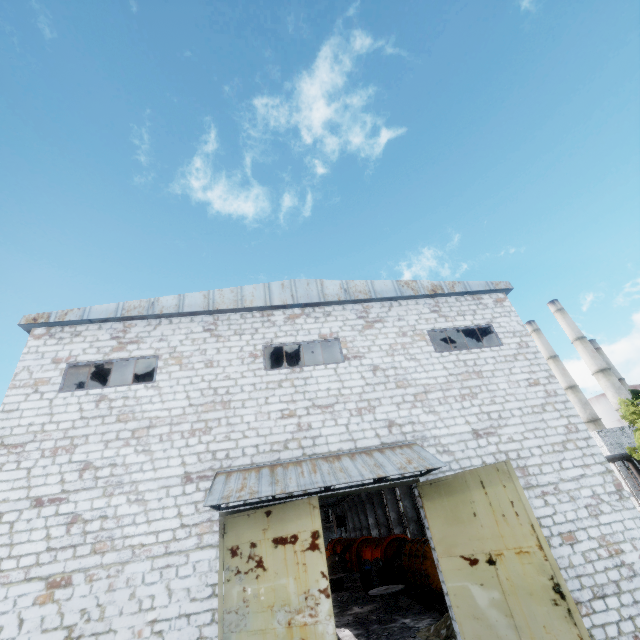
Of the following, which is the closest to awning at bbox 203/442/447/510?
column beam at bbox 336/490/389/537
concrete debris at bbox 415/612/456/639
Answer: concrete debris at bbox 415/612/456/639

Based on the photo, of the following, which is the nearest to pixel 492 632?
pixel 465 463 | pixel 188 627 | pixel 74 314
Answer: pixel 465 463

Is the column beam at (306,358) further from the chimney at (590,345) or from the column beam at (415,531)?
the chimney at (590,345)

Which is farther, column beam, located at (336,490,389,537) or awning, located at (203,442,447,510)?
column beam, located at (336,490,389,537)

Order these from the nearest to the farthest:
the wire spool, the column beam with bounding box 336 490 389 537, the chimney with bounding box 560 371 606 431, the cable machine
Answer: the cable machine → the wire spool → the column beam with bounding box 336 490 389 537 → the chimney with bounding box 560 371 606 431

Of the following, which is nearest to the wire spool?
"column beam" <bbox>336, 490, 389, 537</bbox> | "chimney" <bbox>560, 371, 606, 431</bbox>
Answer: "column beam" <bbox>336, 490, 389, 537</bbox>

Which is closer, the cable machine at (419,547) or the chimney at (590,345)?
the cable machine at (419,547)

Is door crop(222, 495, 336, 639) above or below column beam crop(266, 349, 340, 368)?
below
